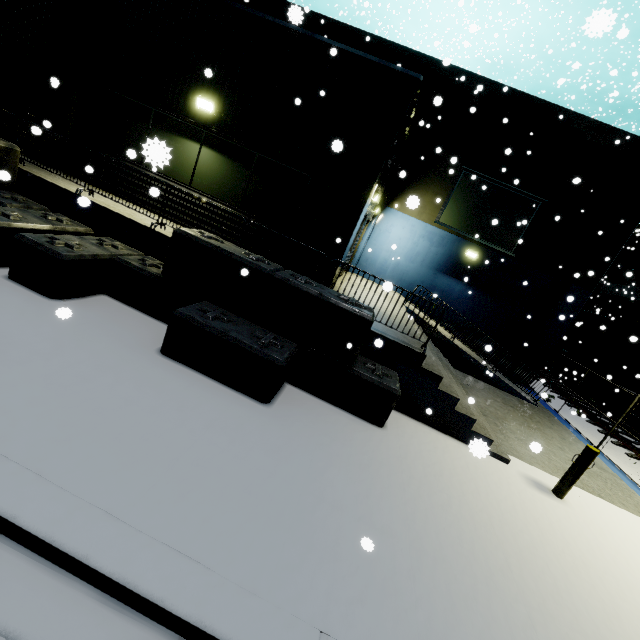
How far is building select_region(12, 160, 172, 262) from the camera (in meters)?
6.98

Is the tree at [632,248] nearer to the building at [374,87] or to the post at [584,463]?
the building at [374,87]

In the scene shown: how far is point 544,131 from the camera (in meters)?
13.24

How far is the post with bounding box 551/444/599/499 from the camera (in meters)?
5.91

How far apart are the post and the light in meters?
10.7 m

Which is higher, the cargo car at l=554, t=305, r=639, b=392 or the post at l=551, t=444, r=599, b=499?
the cargo car at l=554, t=305, r=639, b=392

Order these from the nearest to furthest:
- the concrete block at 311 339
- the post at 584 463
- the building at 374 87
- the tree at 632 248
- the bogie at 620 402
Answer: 1. the concrete block at 311 339
2. the post at 584 463
3. the building at 374 87
4. the bogie at 620 402
5. the tree at 632 248

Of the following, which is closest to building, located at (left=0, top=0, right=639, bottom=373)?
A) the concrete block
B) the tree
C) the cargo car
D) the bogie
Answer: the concrete block
